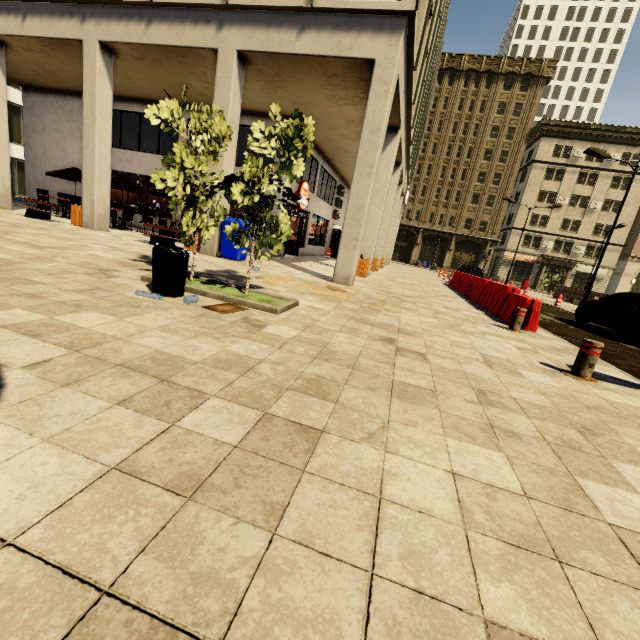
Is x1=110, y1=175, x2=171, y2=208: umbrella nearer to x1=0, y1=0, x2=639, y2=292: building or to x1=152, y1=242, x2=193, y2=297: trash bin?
x1=0, y1=0, x2=639, y2=292: building

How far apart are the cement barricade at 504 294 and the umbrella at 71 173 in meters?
18.0 m

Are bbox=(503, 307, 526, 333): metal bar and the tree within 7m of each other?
yes

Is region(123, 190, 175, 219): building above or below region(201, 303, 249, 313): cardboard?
above

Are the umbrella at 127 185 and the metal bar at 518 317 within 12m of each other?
no

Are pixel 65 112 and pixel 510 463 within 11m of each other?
no

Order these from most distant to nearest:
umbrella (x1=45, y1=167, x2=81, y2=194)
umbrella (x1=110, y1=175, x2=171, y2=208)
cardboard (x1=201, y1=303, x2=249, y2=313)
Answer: umbrella (x1=45, y1=167, x2=81, y2=194)
umbrella (x1=110, y1=175, x2=171, y2=208)
cardboard (x1=201, y1=303, x2=249, y2=313)

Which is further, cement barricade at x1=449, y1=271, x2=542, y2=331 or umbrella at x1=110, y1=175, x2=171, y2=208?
umbrella at x1=110, y1=175, x2=171, y2=208
